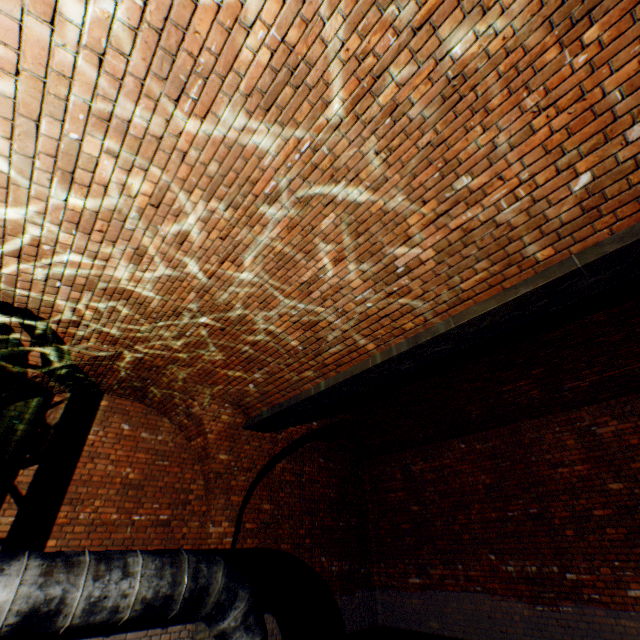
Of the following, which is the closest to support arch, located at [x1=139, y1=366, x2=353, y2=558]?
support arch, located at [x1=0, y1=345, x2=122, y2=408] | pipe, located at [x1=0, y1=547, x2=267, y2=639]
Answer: support arch, located at [x1=0, y1=345, x2=122, y2=408]

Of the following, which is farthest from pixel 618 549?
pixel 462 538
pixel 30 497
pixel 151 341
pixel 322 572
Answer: pixel 30 497

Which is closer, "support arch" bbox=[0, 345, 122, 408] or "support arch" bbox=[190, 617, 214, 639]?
"support arch" bbox=[0, 345, 122, 408]

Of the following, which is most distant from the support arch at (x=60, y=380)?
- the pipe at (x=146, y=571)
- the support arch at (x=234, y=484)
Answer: the pipe at (x=146, y=571)

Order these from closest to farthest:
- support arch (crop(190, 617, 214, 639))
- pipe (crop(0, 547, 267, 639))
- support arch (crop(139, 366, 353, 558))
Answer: pipe (crop(0, 547, 267, 639)) < support arch (crop(190, 617, 214, 639)) < support arch (crop(139, 366, 353, 558))

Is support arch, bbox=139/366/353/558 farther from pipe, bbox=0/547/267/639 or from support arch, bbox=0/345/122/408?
pipe, bbox=0/547/267/639

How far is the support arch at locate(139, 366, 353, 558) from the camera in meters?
5.9 m
